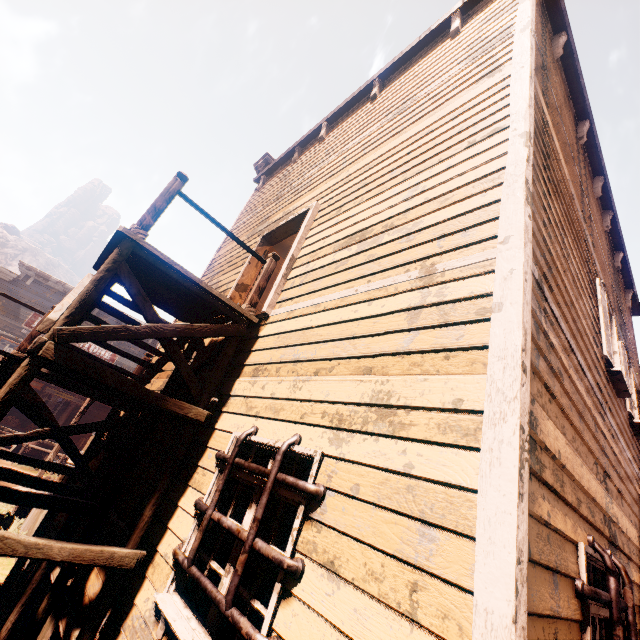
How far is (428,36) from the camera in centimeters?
615cm

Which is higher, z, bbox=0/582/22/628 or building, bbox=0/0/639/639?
building, bbox=0/0/639/639

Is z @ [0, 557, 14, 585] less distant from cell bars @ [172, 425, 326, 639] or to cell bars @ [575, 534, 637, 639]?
cell bars @ [172, 425, 326, 639]

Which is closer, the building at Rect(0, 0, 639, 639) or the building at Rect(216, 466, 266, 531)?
the building at Rect(0, 0, 639, 639)

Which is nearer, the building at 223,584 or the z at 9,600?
the building at 223,584

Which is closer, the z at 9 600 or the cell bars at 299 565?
the cell bars at 299 565

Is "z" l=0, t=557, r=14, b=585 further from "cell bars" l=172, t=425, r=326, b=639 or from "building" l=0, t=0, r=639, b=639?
"cell bars" l=172, t=425, r=326, b=639
